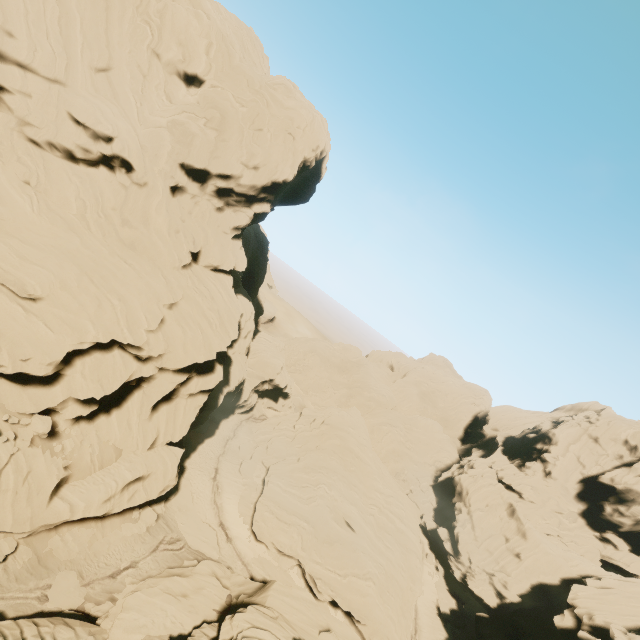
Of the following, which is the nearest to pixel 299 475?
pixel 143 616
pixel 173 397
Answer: pixel 173 397

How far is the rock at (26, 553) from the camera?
20.07m

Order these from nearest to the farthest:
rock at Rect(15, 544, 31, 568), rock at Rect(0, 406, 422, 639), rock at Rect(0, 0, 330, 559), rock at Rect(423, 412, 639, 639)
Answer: rock at Rect(0, 406, 422, 639), rock at Rect(15, 544, 31, 568), rock at Rect(0, 0, 330, 559), rock at Rect(423, 412, 639, 639)

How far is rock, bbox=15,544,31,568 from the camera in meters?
20.1 m

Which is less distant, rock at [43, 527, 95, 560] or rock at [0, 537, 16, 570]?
rock at [0, 537, 16, 570]

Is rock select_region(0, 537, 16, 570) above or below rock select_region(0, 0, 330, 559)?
below
